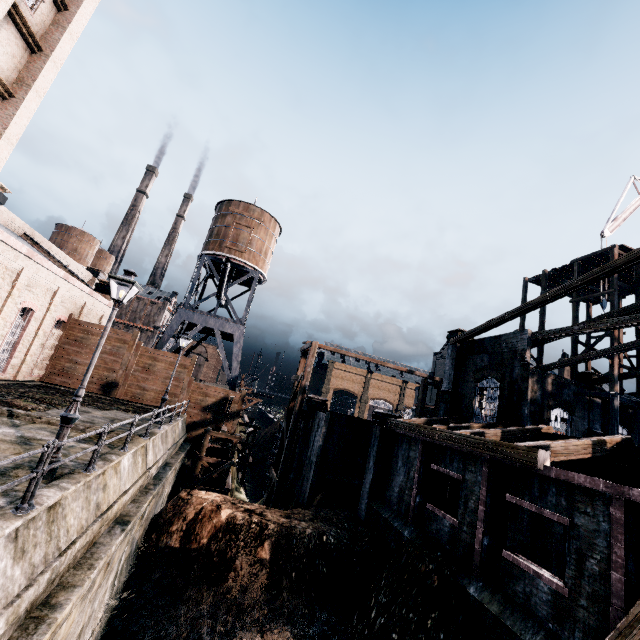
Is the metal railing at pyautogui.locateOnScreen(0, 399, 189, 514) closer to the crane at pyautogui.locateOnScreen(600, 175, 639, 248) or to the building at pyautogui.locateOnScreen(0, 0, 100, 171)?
the building at pyautogui.locateOnScreen(0, 0, 100, 171)

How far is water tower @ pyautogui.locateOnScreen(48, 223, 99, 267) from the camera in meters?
55.3

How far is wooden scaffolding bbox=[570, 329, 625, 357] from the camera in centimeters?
2361cm

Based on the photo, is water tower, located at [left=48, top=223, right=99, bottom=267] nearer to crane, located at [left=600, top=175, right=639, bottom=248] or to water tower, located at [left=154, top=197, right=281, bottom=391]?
water tower, located at [left=154, top=197, right=281, bottom=391]

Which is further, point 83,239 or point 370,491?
point 83,239

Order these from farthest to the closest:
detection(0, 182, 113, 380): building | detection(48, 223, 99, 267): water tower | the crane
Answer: detection(48, 223, 99, 267): water tower < the crane < detection(0, 182, 113, 380): building

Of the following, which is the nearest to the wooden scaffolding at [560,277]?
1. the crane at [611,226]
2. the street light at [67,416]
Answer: the crane at [611,226]

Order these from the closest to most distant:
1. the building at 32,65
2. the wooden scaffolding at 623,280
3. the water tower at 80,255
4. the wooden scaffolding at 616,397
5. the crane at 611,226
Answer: the building at 32,65 < the wooden scaffolding at 616,397 < the wooden scaffolding at 623,280 < the crane at 611,226 < the water tower at 80,255
